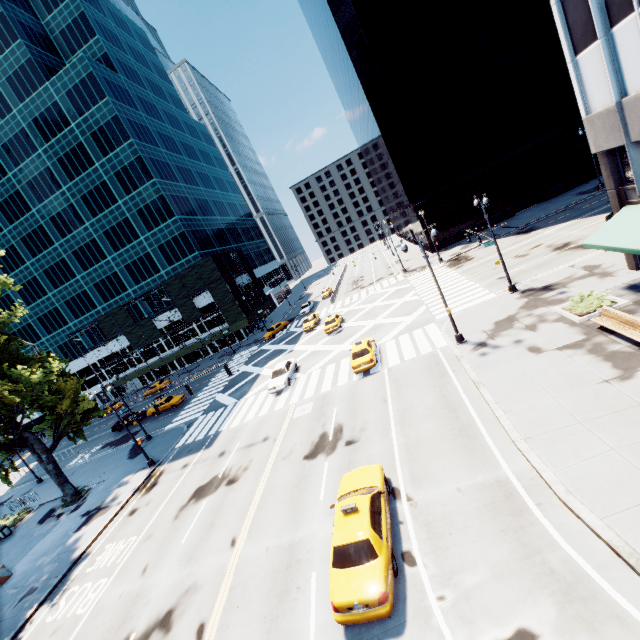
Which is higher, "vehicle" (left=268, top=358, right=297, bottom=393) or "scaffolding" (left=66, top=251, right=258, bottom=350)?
"scaffolding" (left=66, top=251, right=258, bottom=350)

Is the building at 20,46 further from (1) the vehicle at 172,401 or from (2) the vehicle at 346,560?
(2) the vehicle at 346,560

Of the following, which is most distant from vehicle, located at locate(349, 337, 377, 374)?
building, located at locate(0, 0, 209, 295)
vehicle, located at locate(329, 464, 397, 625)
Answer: building, located at locate(0, 0, 209, 295)

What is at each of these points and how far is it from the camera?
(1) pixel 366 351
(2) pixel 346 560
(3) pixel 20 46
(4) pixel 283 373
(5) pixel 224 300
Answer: (1) vehicle, 23.41m
(2) vehicle, 9.38m
(3) building, 49.91m
(4) vehicle, 28.38m
(5) scaffolding, 53.62m

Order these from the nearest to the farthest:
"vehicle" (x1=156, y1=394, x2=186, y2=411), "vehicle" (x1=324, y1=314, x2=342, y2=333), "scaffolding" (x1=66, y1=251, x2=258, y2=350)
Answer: "vehicle" (x1=324, y1=314, x2=342, y2=333) < "vehicle" (x1=156, y1=394, x2=186, y2=411) < "scaffolding" (x1=66, y1=251, x2=258, y2=350)

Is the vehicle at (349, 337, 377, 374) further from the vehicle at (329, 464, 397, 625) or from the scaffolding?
the scaffolding

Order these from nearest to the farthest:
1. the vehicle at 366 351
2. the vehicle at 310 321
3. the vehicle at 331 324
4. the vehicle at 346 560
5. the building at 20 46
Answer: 1. the vehicle at 346 560
2. the vehicle at 366 351
3. the vehicle at 331 324
4. the vehicle at 310 321
5. the building at 20 46

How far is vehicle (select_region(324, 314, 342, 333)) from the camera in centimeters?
3575cm
